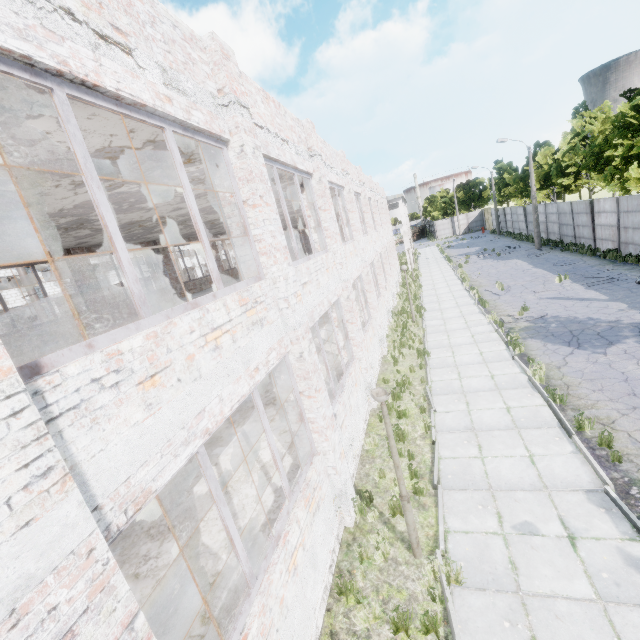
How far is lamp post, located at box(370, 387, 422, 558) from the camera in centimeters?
507cm

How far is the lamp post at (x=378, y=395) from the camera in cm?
507

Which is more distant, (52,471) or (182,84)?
(182,84)
